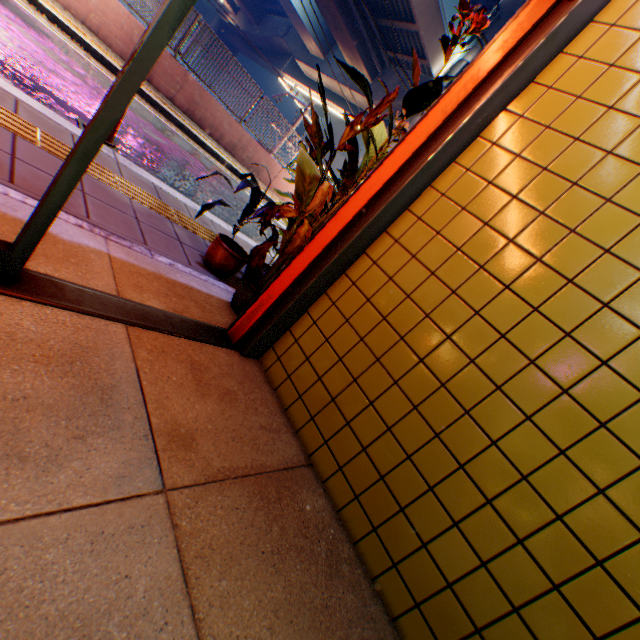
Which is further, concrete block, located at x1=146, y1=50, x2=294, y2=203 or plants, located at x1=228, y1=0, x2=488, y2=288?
concrete block, located at x1=146, y1=50, x2=294, y2=203

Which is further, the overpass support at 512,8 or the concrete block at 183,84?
the overpass support at 512,8

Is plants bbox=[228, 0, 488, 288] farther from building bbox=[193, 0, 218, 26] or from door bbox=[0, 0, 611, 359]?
building bbox=[193, 0, 218, 26]

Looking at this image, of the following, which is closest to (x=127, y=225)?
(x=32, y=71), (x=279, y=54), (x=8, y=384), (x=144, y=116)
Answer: (x=8, y=384)

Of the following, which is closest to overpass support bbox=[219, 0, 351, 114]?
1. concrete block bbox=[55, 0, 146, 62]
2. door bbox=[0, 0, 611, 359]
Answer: concrete block bbox=[55, 0, 146, 62]

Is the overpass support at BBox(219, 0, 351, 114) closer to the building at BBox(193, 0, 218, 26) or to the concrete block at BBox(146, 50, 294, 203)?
the concrete block at BBox(146, 50, 294, 203)

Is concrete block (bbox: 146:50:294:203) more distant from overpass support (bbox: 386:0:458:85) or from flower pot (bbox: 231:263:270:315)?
flower pot (bbox: 231:263:270:315)

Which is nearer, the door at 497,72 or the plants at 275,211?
the door at 497,72
